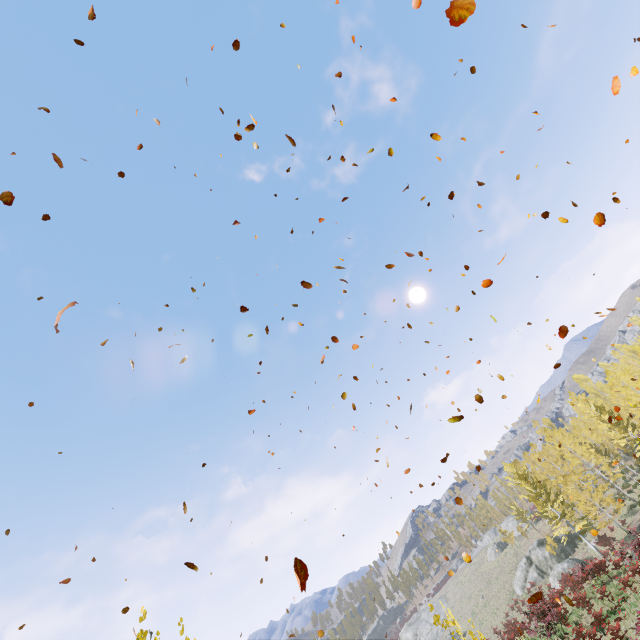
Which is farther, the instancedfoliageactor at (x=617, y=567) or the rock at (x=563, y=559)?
the rock at (x=563, y=559)

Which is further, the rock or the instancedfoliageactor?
the rock

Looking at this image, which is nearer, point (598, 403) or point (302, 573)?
point (302, 573)

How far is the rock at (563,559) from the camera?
34.0m

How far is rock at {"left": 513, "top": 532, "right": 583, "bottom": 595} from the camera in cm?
3403
